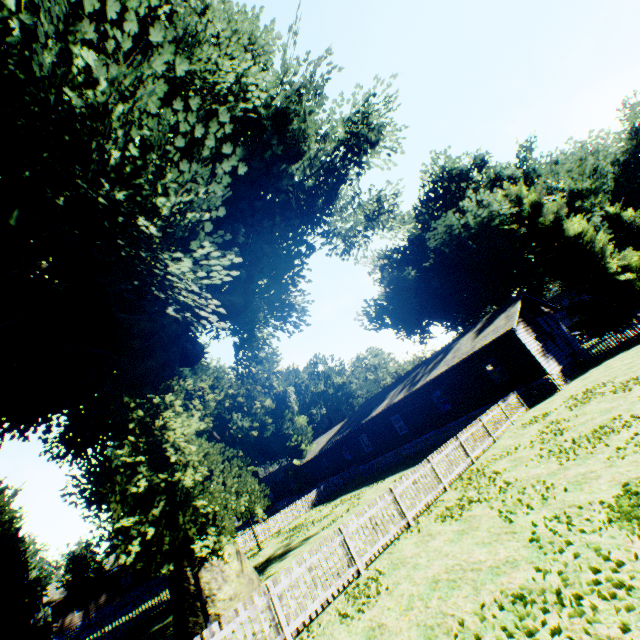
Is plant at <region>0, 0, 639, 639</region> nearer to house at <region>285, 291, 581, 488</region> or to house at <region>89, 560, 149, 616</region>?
house at <region>285, 291, 581, 488</region>

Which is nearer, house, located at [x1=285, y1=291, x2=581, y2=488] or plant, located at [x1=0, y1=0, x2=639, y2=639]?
plant, located at [x1=0, y1=0, x2=639, y2=639]

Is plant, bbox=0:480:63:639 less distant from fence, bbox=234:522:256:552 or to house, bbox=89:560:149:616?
fence, bbox=234:522:256:552

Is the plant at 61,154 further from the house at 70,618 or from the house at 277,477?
the house at 70,618

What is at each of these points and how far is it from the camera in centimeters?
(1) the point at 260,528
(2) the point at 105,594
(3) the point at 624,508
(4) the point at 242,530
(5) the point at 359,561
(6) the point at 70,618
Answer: (1) fence, 2798cm
(2) house, 4097cm
(3) plant, 537cm
(4) fence, 3291cm
(5) fence, 902cm
(6) house, 3844cm

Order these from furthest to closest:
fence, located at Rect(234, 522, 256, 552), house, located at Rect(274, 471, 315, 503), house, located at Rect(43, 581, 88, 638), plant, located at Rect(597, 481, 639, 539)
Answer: house, located at Rect(274, 471, 315, 503) → house, located at Rect(43, 581, 88, 638) → fence, located at Rect(234, 522, 256, 552) → plant, located at Rect(597, 481, 639, 539)

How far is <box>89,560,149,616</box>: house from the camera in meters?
40.1 m

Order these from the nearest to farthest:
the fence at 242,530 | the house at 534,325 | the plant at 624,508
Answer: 1. the plant at 624,508
2. the house at 534,325
3. the fence at 242,530
